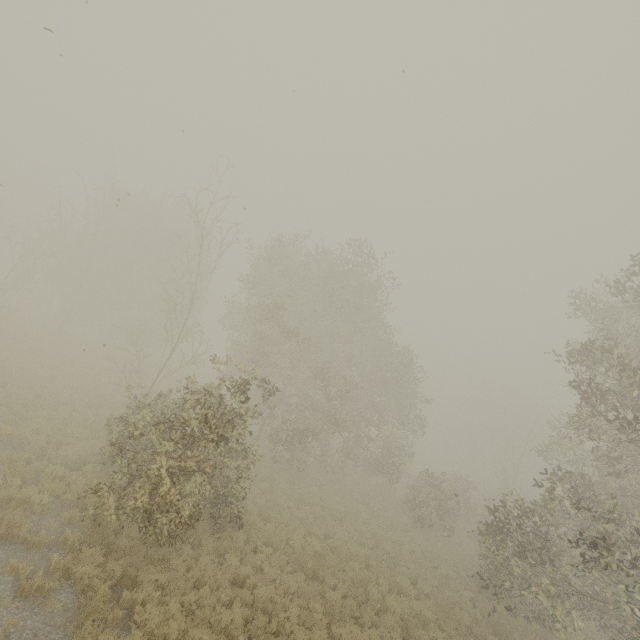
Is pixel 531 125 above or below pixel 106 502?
above

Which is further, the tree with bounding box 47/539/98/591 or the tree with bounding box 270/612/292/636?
the tree with bounding box 270/612/292/636

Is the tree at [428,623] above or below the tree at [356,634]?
below

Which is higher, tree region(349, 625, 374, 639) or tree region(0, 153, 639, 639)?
tree region(0, 153, 639, 639)

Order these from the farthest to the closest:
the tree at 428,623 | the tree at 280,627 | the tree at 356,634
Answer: the tree at 428,623
the tree at 356,634
the tree at 280,627

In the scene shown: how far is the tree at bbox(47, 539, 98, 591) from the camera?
7.1 meters
